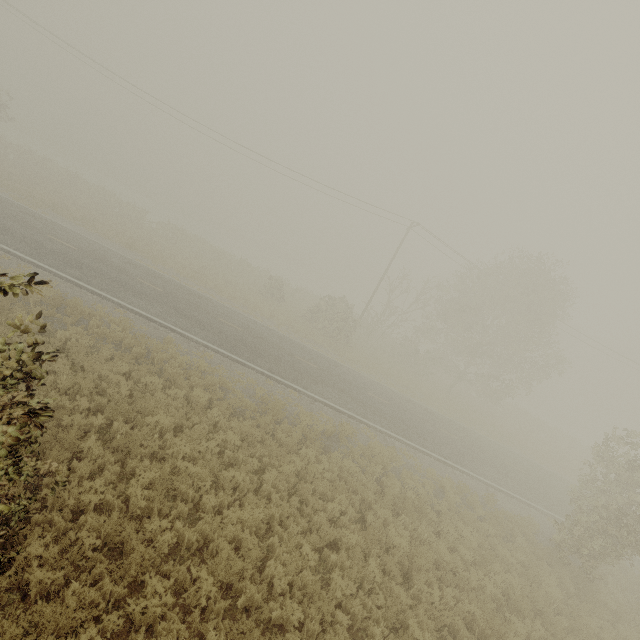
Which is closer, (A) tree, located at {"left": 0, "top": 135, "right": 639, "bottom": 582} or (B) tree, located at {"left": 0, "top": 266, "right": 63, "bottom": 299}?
(B) tree, located at {"left": 0, "top": 266, "right": 63, "bottom": 299}

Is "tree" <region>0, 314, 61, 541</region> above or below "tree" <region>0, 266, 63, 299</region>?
below

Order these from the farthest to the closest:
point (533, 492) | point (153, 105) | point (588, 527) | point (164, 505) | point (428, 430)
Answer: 1. point (153, 105)
2. point (428, 430)
3. point (533, 492)
4. point (588, 527)
5. point (164, 505)

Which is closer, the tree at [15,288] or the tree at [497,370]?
the tree at [15,288]

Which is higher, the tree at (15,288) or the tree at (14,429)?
the tree at (15,288)
